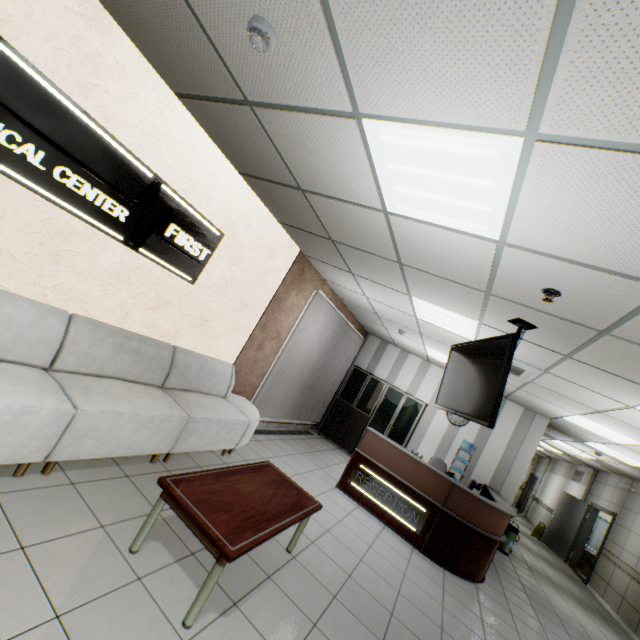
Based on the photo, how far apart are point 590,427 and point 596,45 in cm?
740

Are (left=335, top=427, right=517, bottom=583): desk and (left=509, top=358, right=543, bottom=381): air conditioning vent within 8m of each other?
yes

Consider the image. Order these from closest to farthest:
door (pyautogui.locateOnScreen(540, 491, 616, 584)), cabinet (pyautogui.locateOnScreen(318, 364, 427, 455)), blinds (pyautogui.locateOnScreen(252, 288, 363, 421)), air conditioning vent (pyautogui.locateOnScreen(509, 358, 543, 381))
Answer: air conditioning vent (pyautogui.locateOnScreen(509, 358, 543, 381)), blinds (pyautogui.locateOnScreen(252, 288, 363, 421)), cabinet (pyautogui.locateOnScreen(318, 364, 427, 455)), door (pyautogui.locateOnScreen(540, 491, 616, 584))

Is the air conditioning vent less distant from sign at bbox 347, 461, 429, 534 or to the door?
sign at bbox 347, 461, 429, 534

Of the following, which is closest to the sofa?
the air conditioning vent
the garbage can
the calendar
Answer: the air conditioning vent

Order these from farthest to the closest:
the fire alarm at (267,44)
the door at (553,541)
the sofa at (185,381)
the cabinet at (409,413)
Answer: the door at (553,541) < the cabinet at (409,413) < the sofa at (185,381) < the fire alarm at (267,44)

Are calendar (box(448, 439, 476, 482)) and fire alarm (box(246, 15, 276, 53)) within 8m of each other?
no

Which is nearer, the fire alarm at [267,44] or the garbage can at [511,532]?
the fire alarm at [267,44]
